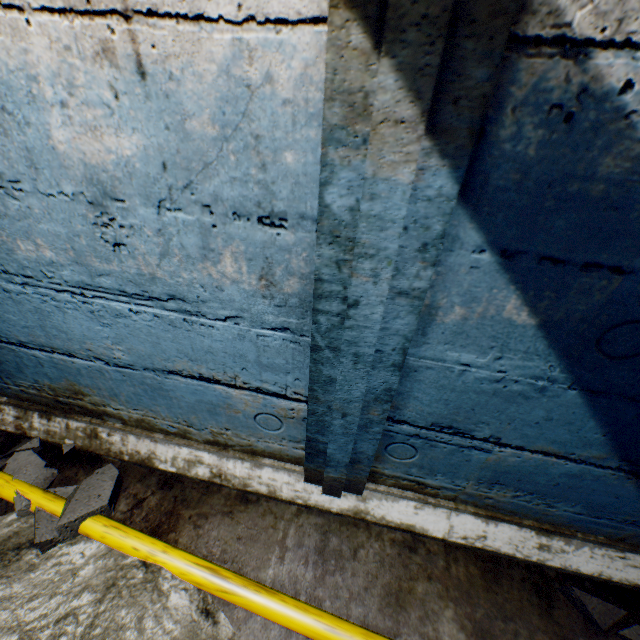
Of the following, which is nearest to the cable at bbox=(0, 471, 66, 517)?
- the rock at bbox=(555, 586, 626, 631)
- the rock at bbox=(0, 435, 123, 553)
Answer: the rock at bbox=(0, 435, 123, 553)

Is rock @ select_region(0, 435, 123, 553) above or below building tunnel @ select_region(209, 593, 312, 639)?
above

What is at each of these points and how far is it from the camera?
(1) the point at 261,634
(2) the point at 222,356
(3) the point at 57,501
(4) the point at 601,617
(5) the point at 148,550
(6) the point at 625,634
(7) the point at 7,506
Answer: (1) building tunnel, 1.11m
(2) building tunnel, 1.06m
(3) cable, 1.34m
(4) rock, 1.15m
(5) cable, 1.23m
(6) rock, 1.14m
(7) building tunnel, 1.37m

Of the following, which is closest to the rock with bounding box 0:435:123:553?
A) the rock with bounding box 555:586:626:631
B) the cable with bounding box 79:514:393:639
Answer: the cable with bounding box 79:514:393:639

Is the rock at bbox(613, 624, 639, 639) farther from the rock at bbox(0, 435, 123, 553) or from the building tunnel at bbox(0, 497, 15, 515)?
the rock at bbox(0, 435, 123, 553)

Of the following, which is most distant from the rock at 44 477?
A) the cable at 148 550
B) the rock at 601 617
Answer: the rock at 601 617

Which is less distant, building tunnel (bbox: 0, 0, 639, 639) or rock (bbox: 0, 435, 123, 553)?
building tunnel (bbox: 0, 0, 639, 639)

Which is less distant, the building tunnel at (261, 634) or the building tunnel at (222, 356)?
the building tunnel at (222, 356)
